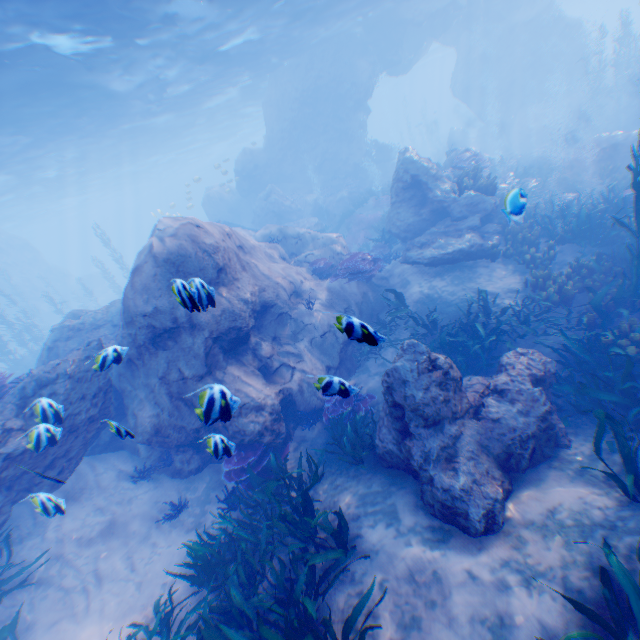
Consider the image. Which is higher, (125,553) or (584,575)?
(584,575)

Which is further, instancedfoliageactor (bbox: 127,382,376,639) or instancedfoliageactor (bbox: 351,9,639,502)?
instancedfoliageactor (bbox: 351,9,639,502)

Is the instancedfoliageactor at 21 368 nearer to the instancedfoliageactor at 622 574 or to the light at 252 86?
the light at 252 86

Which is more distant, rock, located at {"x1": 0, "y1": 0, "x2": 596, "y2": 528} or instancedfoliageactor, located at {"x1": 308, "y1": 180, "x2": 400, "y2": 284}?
instancedfoliageactor, located at {"x1": 308, "y1": 180, "x2": 400, "y2": 284}

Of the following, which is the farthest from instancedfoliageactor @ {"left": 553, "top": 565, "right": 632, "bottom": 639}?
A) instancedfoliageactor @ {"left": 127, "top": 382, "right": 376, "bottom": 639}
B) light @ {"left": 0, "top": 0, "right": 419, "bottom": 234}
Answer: light @ {"left": 0, "top": 0, "right": 419, "bottom": 234}

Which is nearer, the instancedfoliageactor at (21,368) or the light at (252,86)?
the instancedfoliageactor at (21,368)

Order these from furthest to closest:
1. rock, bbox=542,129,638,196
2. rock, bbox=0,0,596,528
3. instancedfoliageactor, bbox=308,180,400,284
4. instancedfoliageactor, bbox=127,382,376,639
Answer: rock, bbox=542,129,638,196
instancedfoliageactor, bbox=308,180,400,284
rock, bbox=0,0,596,528
instancedfoliageactor, bbox=127,382,376,639

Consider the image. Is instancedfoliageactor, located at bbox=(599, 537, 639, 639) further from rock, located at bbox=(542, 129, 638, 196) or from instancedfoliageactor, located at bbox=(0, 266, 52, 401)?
instancedfoliageactor, located at bbox=(0, 266, 52, 401)
